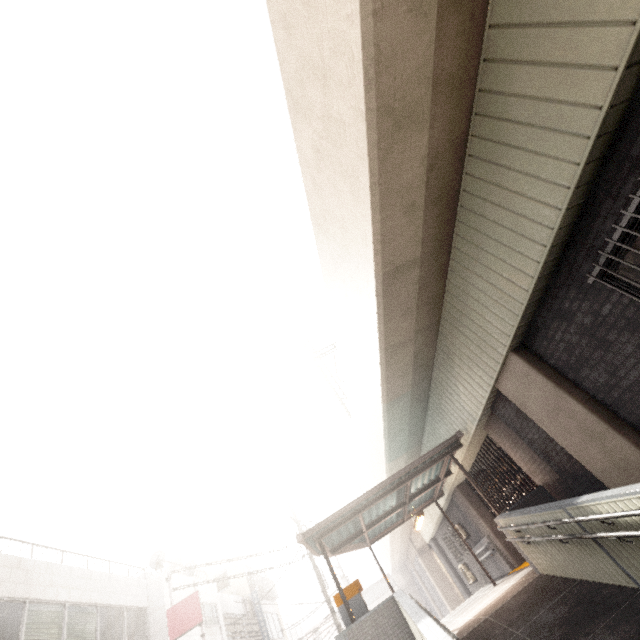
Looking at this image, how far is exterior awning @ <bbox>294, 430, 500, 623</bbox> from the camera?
8.5m

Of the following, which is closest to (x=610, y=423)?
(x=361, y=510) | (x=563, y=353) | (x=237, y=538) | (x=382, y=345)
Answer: (x=563, y=353)

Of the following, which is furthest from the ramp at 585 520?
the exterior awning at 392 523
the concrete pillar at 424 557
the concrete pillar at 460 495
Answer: the concrete pillar at 424 557

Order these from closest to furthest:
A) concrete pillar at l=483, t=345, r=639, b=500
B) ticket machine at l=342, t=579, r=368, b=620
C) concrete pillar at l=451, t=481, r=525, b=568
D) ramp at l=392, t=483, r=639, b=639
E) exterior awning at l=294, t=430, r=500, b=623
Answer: ramp at l=392, t=483, r=639, b=639 → concrete pillar at l=483, t=345, r=639, b=500 → ticket machine at l=342, t=579, r=368, b=620 → exterior awning at l=294, t=430, r=500, b=623 → concrete pillar at l=451, t=481, r=525, b=568

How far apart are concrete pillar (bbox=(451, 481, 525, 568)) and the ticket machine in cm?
632

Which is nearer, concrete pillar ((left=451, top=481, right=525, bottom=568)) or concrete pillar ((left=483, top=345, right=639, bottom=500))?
concrete pillar ((left=483, top=345, right=639, bottom=500))

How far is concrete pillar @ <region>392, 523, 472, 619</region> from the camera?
19.89m

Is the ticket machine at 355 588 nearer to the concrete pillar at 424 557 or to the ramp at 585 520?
the ramp at 585 520
